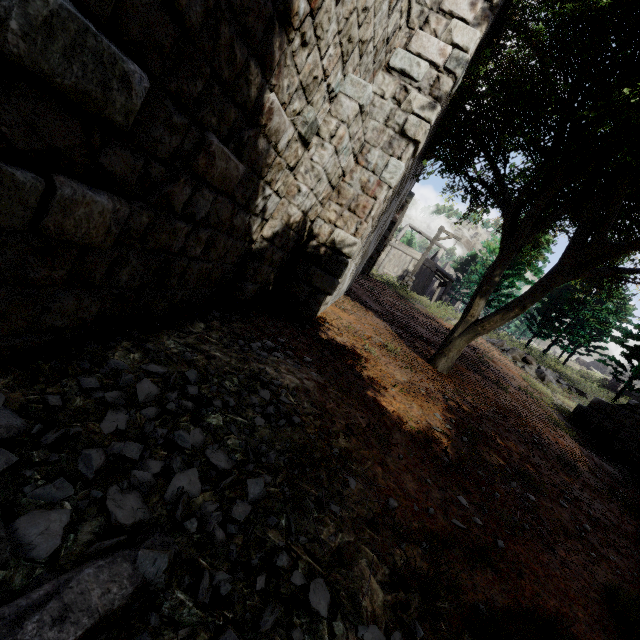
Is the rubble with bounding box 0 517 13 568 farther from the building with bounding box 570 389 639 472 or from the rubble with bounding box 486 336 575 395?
the rubble with bounding box 486 336 575 395

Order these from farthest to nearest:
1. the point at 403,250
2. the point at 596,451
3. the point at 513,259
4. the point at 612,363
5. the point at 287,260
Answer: the point at 612,363 → the point at 403,250 → the point at 513,259 → the point at 596,451 → the point at 287,260

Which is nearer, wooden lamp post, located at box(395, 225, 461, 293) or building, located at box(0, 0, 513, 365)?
building, located at box(0, 0, 513, 365)

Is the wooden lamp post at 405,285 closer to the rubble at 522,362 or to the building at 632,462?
the rubble at 522,362

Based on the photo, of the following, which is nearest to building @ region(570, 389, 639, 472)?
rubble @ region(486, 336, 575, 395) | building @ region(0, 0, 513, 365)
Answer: rubble @ region(486, 336, 575, 395)

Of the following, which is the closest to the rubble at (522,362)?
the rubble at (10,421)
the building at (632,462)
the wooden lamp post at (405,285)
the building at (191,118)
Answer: the building at (632,462)

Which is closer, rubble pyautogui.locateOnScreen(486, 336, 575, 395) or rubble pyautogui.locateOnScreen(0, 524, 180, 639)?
rubble pyautogui.locateOnScreen(0, 524, 180, 639)

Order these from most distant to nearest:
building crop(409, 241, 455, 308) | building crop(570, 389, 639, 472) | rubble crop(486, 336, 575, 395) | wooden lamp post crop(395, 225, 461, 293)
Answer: building crop(409, 241, 455, 308) → wooden lamp post crop(395, 225, 461, 293) → rubble crop(486, 336, 575, 395) → building crop(570, 389, 639, 472)
